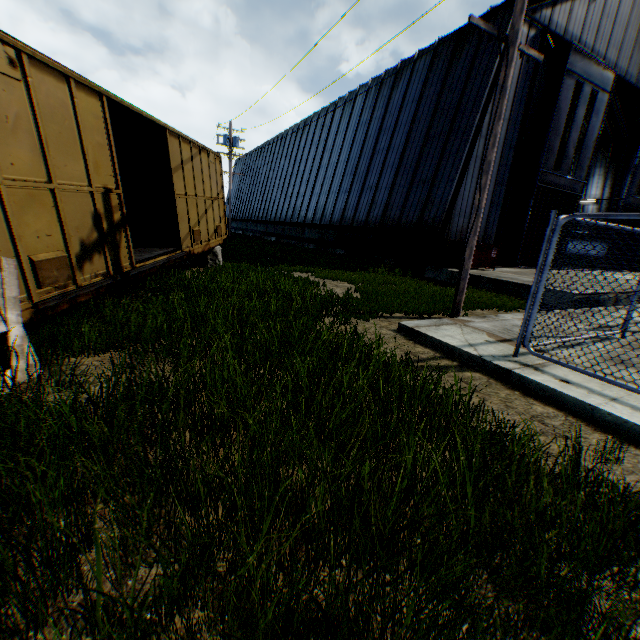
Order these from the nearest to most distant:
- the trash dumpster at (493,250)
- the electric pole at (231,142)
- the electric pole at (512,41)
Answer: the electric pole at (512,41)
the trash dumpster at (493,250)
the electric pole at (231,142)

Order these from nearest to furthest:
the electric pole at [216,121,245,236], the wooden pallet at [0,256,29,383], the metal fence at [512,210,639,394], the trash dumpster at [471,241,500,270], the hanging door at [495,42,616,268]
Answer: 1. the wooden pallet at [0,256,29,383]
2. the metal fence at [512,210,639,394]
3. the trash dumpster at [471,241,500,270]
4. the hanging door at [495,42,616,268]
5. the electric pole at [216,121,245,236]

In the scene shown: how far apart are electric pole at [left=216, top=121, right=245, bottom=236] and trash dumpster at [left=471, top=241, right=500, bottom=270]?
20.3m

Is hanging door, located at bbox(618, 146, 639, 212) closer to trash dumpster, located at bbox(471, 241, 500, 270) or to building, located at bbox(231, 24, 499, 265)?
building, located at bbox(231, 24, 499, 265)

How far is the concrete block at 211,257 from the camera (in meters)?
12.40

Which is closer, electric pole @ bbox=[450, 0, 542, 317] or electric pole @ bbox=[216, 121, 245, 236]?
electric pole @ bbox=[450, 0, 542, 317]

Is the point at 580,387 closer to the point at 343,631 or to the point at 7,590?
the point at 343,631
